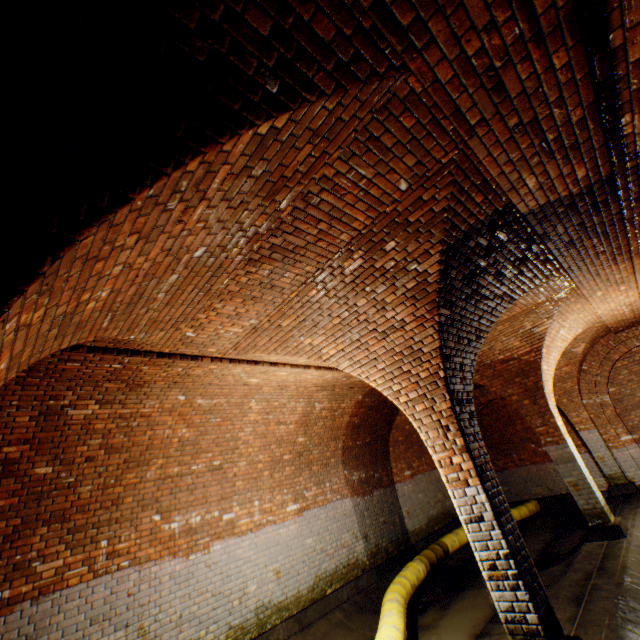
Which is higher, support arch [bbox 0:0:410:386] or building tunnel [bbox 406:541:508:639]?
support arch [bbox 0:0:410:386]

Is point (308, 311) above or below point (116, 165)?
above

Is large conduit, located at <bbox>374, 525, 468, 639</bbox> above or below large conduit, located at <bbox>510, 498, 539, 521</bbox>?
above

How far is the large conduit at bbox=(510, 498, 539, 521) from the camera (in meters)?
10.79

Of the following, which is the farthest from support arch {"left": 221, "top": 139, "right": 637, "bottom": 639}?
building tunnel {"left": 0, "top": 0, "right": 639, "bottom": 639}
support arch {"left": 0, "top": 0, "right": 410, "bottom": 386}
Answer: support arch {"left": 0, "top": 0, "right": 410, "bottom": 386}

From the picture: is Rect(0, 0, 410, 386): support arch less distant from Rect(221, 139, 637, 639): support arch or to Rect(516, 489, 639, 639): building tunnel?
Rect(516, 489, 639, 639): building tunnel

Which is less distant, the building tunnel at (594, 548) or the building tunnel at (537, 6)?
the building tunnel at (537, 6)

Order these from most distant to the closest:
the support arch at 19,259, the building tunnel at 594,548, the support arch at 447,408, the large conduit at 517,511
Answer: the large conduit at 517,511 → the building tunnel at 594,548 → the support arch at 447,408 → the support arch at 19,259
